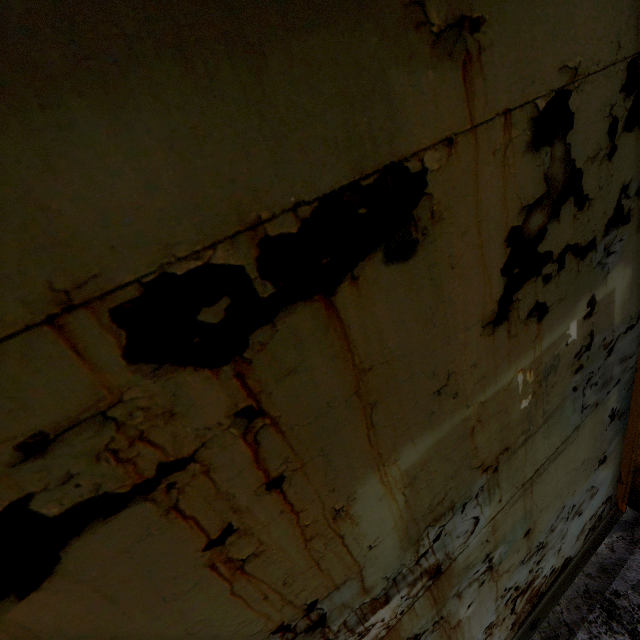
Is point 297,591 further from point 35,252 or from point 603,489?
point 603,489

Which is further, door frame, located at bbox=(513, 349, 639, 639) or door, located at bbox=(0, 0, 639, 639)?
door frame, located at bbox=(513, 349, 639, 639)

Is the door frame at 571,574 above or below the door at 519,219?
below

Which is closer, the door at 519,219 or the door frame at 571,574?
the door at 519,219

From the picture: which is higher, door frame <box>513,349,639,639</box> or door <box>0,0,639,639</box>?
door <box>0,0,639,639</box>
